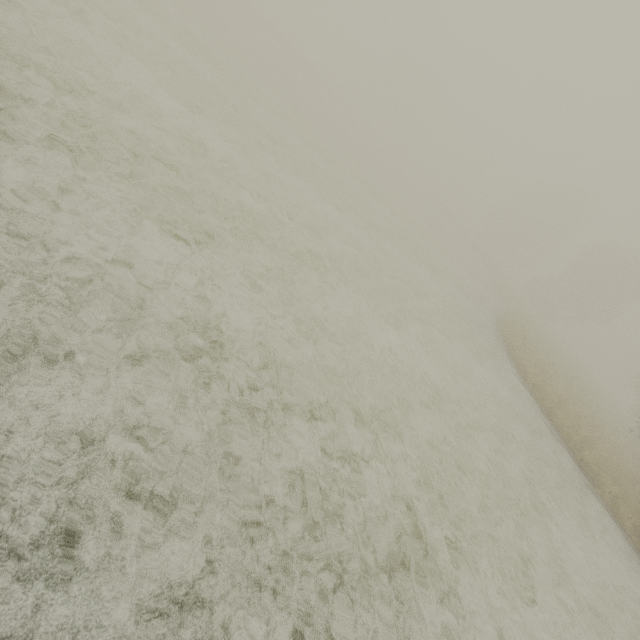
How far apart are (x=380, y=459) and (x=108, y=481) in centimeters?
362cm
